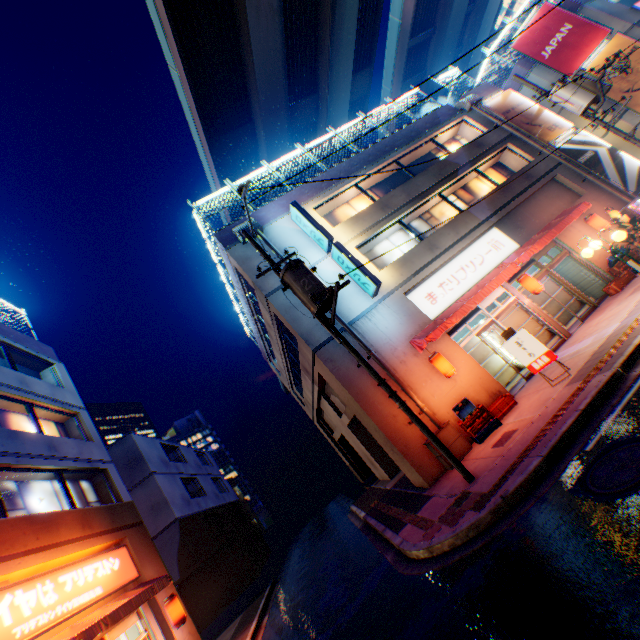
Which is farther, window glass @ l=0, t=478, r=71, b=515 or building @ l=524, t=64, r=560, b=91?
building @ l=524, t=64, r=560, b=91

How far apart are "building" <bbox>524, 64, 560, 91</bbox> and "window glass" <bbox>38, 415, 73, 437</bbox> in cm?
3206

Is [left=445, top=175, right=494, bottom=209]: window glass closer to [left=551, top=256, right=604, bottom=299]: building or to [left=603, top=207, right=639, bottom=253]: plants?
[left=551, top=256, right=604, bottom=299]: building

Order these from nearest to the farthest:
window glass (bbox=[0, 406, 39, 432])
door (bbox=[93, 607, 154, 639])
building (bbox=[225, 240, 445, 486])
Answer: door (bbox=[93, 607, 154, 639])
building (bbox=[225, 240, 445, 486])
window glass (bbox=[0, 406, 39, 432])

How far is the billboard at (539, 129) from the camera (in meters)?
17.31

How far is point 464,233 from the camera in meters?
14.4

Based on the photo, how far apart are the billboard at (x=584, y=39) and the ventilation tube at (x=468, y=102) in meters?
5.6

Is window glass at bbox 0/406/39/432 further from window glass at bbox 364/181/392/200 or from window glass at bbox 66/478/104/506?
window glass at bbox 364/181/392/200
